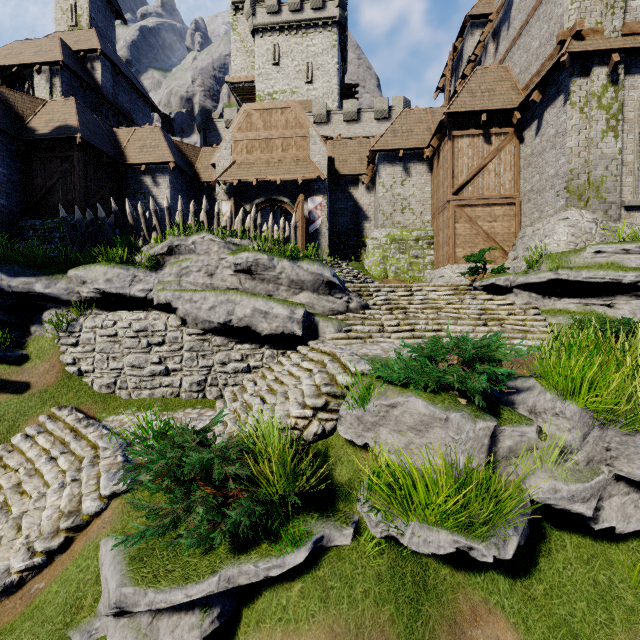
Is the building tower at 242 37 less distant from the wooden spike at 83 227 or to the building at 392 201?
the building at 392 201

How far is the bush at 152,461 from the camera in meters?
3.5

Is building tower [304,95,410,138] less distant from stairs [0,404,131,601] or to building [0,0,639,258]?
building [0,0,639,258]

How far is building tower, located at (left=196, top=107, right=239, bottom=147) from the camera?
32.2m

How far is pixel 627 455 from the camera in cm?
398

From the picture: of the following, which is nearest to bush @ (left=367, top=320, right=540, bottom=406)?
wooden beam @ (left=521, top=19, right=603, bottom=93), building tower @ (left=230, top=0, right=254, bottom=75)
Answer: wooden beam @ (left=521, top=19, right=603, bottom=93)

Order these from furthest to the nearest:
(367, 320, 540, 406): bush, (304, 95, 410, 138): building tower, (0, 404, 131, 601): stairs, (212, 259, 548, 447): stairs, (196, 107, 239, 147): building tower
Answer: (196, 107, 239, 147): building tower < (304, 95, 410, 138): building tower < (212, 259, 548, 447): stairs < (0, 404, 131, 601): stairs < (367, 320, 540, 406): bush

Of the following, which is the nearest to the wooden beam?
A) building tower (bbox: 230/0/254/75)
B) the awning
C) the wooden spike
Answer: the awning
